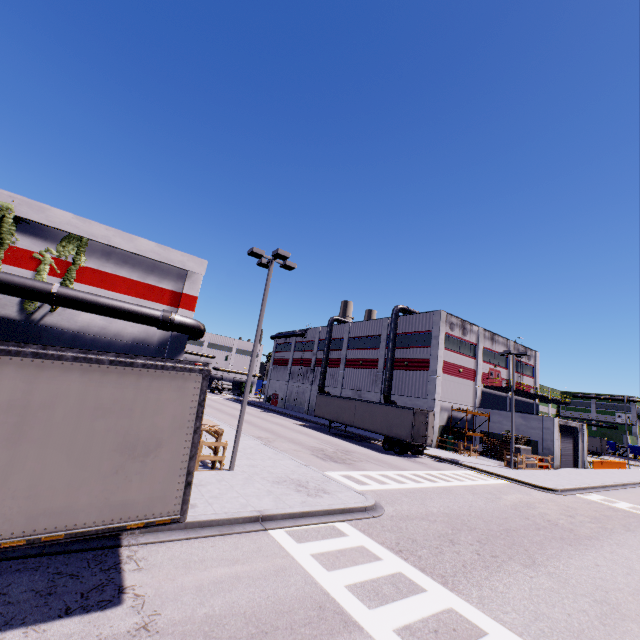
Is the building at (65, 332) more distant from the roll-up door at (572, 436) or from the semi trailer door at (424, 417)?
the semi trailer door at (424, 417)

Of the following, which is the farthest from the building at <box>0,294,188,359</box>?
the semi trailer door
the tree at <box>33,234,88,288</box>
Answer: the semi trailer door

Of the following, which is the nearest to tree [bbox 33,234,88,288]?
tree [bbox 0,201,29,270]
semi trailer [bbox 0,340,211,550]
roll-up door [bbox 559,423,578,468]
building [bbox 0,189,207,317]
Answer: building [bbox 0,189,207,317]

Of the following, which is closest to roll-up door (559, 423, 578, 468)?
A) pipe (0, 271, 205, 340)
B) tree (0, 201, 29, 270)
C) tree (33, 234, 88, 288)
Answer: pipe (0, 271, 205, 340)

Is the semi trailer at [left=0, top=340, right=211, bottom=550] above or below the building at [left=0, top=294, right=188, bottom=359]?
below

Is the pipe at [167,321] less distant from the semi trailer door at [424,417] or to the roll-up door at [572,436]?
the roll-up door at [572,436]

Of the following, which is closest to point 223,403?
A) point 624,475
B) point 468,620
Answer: point 468,620

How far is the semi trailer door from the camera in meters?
26.3
